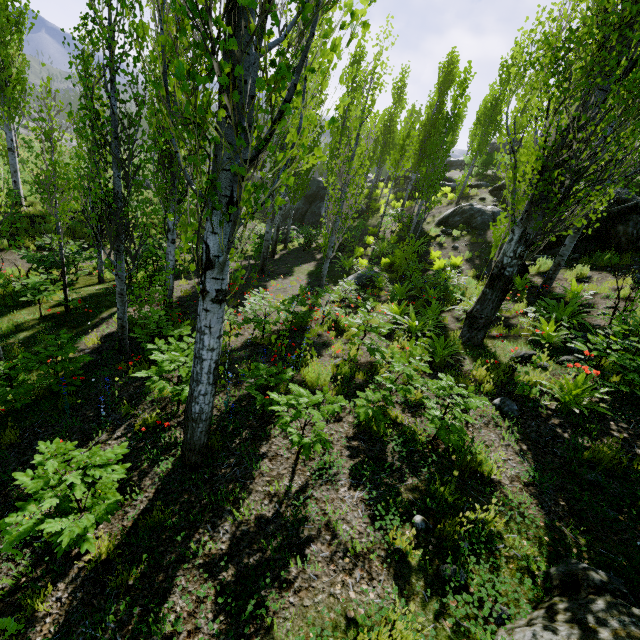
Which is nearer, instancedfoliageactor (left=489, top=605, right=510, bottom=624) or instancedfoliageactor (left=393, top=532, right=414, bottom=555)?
instancedfoliageactor (left=489, top=605, right=510, bottom=624)

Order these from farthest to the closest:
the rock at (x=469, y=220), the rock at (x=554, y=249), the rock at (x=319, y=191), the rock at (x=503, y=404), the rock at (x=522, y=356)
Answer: the rock at (x=319, y=191) → the rock at (x=469, y=220) → the rock at (x=554, y=249) → the rock at (x=522, y=356) → the rock at (x=503, y=404)

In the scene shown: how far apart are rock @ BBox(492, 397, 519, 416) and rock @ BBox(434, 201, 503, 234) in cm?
1375

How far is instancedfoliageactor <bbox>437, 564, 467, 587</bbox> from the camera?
2.9 meters

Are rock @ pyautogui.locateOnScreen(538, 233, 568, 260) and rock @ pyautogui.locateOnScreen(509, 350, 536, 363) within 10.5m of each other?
yes

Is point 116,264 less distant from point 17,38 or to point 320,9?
point 320,9

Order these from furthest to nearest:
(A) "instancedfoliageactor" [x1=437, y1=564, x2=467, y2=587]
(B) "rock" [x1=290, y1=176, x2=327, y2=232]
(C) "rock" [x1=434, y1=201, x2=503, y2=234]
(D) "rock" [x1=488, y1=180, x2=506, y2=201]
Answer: (B) "rock" [x1=290, y1=176, x2=327, y2=232] → (D) "rock" [x1=488, y1=180, x2=506, y2=201] → (C) "rock" [x1=434, y1=201, x2=503, y2=234] → (A) "instancedfoliageactor" [x1=437, y1=564, x2=467, y2=587]

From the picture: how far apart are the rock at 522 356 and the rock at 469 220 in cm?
1180
